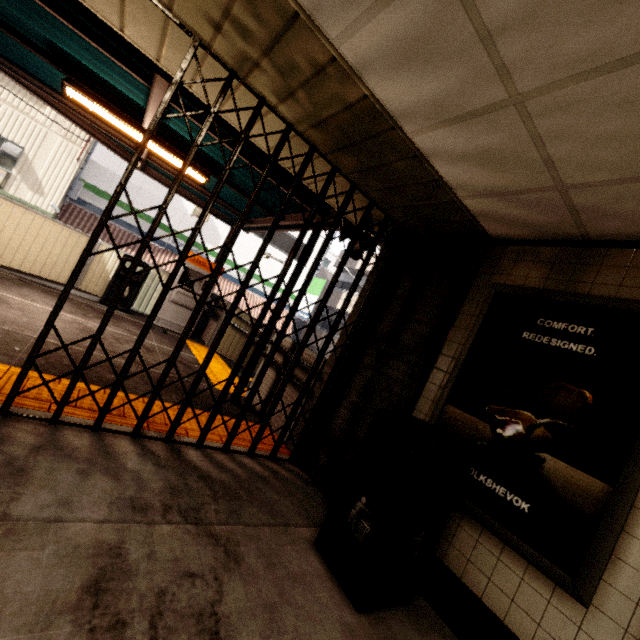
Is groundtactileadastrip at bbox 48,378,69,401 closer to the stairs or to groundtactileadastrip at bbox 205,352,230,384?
groundtactileadastrip at bbox 205,352,230,384

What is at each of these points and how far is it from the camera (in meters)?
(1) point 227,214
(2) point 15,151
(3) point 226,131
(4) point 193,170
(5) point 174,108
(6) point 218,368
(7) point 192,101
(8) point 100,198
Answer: (1) exterior awning, 8.19
(2) stairs, 10.96
(3) exterior awning, 3.83
(4) fluorescent light, 4.98
(5) exterior awning, 3.93
(6) groundtactileadastrip, 6.23
(7) exterior awning, 3.56
(8) sign, 13.45

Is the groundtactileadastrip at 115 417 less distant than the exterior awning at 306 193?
Yes

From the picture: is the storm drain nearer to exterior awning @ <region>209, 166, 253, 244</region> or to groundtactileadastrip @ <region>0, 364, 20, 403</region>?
exterior awning @ <region>209, 166, 253, 244</region>

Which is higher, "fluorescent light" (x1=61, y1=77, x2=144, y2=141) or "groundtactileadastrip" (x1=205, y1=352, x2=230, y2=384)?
"fluorescent light" (x1=61, y1=77, x2=144, y2=141)

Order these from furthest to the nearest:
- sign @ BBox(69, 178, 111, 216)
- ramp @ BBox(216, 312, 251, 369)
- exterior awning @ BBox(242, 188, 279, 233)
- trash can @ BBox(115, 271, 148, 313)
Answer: sign @ BBox(69, 178, 111, 216), ramp @ BBox(216, 312, 251, 369), trash can @ BBox(115, 271, 148, 313), exterior awning @ BBox(242, 188, 279, 233)

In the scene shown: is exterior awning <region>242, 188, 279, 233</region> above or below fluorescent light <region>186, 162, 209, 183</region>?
above

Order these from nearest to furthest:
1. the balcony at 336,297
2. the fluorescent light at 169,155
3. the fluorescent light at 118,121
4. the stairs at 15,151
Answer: the fluorescent light at 118,121 → the fluorescent light at 169,155 → the stairs at 15,151 → the balcony at 336,297
